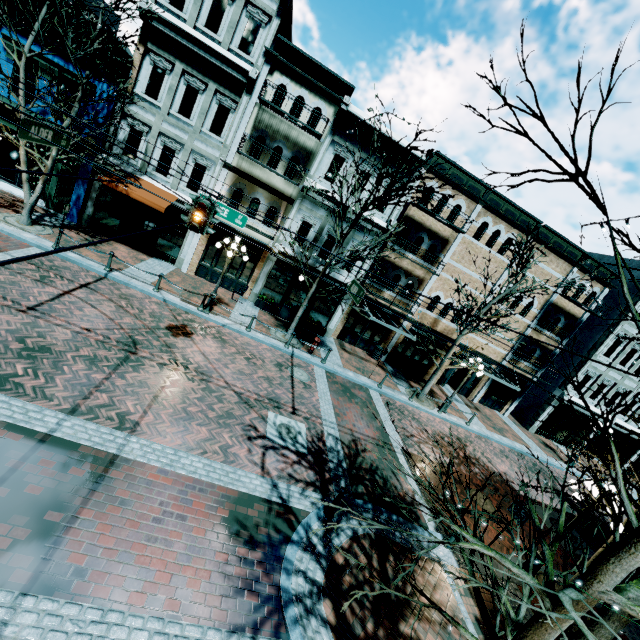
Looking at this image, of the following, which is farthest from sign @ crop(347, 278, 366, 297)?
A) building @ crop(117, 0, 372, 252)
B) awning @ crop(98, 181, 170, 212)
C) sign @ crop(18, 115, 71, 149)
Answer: awning @ crop(98, 181, 170, 212)

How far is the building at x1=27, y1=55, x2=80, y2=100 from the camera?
14.16m

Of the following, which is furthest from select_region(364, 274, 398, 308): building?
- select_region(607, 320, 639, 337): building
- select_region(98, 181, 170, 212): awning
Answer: select_region(607, 320, 639, 337): building

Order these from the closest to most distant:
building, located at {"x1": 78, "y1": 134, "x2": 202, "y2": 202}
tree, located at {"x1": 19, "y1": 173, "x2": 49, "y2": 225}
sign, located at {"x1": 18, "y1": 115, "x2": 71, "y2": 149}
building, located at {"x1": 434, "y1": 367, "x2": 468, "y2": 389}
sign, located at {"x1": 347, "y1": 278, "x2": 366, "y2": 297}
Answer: sign, located at {"x1": 18, "y1": 115, "x2": 71, "y2": 149}
sign, located at {"x1": 347, "y1": 278, "x2": 366, "y2": 297}
tree, located at {"x1": 19, "y1": 173, "x2": 49, "y2": 225}
building, located at {"x1": 78, "y1": 134, "x2": 202, "y2": 202}
building, located at {"x1": 434, "y1": 367, "x2": 468, "y2": 389}

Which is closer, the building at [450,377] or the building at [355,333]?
the building at [355,333]

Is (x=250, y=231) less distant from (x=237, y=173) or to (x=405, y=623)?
(x=237, y=173)

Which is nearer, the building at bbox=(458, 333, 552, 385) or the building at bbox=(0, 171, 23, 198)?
the building at bbox=(0, 171, 23, 198)

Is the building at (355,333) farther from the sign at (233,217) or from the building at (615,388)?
the sign at (233,217)
